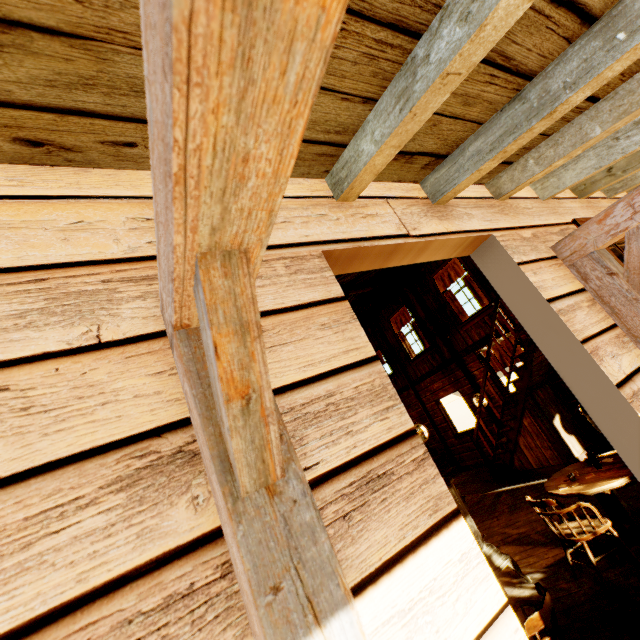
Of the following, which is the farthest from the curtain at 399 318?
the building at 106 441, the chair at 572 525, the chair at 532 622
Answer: the chair at 532 622

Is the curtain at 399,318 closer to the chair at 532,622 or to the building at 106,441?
the building at 106,441

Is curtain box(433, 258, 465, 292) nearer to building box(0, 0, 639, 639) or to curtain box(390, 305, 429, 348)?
building box(0, 0, 639, 639)

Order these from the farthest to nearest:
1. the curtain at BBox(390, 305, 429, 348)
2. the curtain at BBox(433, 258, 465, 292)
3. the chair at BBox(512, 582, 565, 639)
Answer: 1. the curtain at BBox(390, 305, 429, 348)
2. the curtain at BBox(433, 258, 465, 292)
3. the chair at BBox(512, 582, 565, 639)

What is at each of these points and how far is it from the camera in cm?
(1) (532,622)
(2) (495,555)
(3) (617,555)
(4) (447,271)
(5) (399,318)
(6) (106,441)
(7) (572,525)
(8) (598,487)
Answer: (1) chair, 196
(2) furnace, 386
(3) table, 338
(4) curtain, 938
(5) curtain, 1138
(6) building, 76
(7) chair, 354
(8) table, 331

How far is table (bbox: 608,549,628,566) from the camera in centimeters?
336cm

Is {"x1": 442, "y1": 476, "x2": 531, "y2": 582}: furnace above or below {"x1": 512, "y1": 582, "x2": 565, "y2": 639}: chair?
below

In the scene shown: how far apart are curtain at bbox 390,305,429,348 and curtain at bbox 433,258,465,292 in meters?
1.5 m
